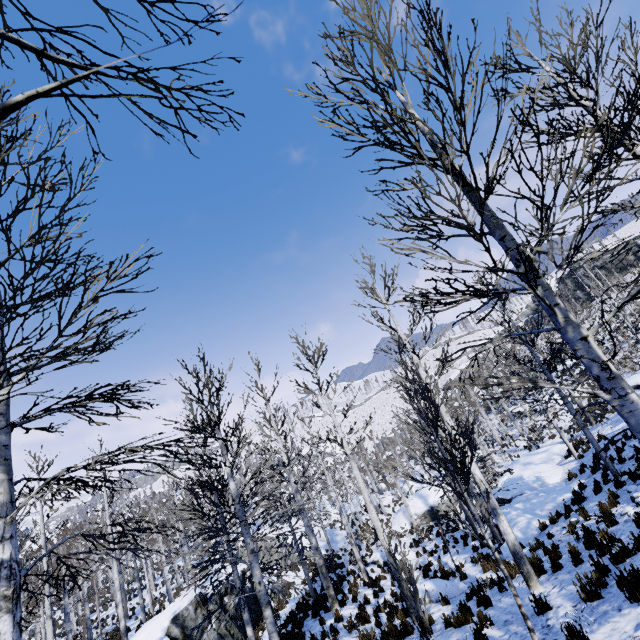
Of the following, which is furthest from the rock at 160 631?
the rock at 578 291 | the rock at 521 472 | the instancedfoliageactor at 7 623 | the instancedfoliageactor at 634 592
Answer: the rock at 578 291

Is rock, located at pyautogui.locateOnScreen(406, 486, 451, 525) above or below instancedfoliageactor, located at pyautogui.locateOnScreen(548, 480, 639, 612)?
below

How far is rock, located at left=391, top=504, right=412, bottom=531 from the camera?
27.8m

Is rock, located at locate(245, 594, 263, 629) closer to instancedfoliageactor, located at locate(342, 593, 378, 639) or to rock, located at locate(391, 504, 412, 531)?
instancedfoliageactor, located at locate(342, 593, 378, 639)

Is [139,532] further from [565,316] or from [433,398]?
[433,398]

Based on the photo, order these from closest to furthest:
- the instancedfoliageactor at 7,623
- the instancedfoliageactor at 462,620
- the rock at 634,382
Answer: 1. the instancedfoliageactor at 7,623
2. the instancedfoliageactor at 462,620
3. the rock at 634,382

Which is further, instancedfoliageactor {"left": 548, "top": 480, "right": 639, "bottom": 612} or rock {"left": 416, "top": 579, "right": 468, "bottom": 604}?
rock {"left": 416, "top": 579, "right": 468, "bottom": 604}

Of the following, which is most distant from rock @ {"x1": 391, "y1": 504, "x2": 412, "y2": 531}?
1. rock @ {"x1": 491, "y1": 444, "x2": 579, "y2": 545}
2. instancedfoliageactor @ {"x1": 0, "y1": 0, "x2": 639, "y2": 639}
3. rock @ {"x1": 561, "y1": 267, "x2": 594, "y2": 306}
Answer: rock @ {"x1": 561, "y1": 267, "x2": 594, "y2": 306}
